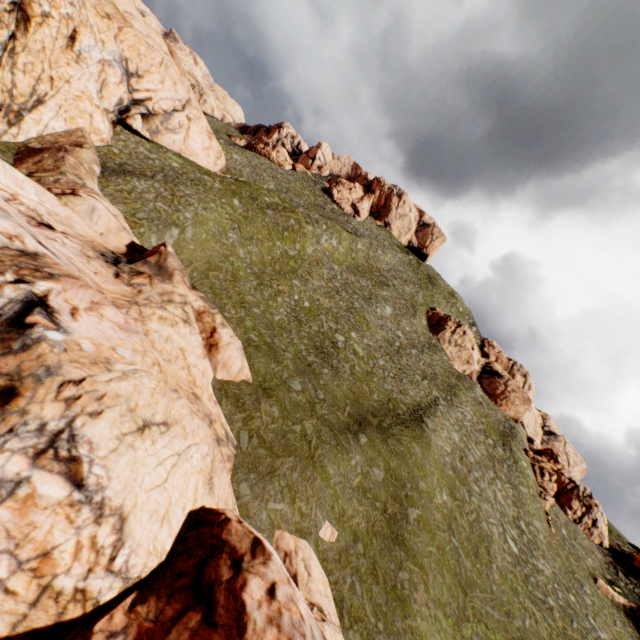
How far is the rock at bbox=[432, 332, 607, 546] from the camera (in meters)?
42.66

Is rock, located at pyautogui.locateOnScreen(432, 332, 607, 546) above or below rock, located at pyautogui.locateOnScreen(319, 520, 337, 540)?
above

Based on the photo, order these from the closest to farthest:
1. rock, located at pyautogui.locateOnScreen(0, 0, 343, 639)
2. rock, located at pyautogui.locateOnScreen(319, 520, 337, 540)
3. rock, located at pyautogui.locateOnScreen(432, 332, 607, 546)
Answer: rock, located at pyautogui.locateOnScreen(0, 0, 343, 639) → rock, located at pyautogui.locateOnScreen(319, 520, 337, 540) → rock, located at pyautogui.locateOnScreen(432, 332, 607, 546)

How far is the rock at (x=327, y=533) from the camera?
16.5m

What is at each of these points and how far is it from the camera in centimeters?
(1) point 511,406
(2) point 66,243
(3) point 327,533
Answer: (1) rock, 5253cm
(2) rock, 1598cm
(3) rock, 1673cm

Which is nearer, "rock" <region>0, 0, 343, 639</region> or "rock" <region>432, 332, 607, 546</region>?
"rock" <region>0, 0, 343, 639</region>

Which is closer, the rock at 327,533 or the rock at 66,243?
the rock at 66,243
